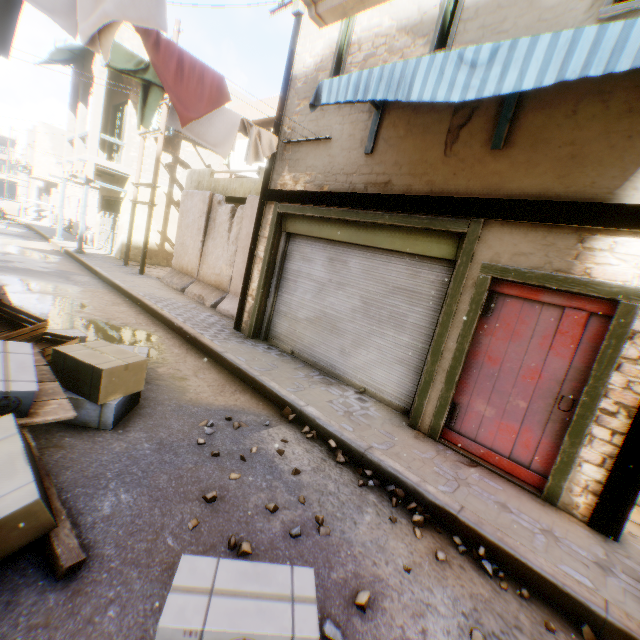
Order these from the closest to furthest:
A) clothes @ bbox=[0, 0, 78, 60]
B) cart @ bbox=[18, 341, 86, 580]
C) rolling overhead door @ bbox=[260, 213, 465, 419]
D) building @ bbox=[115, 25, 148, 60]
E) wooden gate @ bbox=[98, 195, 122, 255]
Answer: cart @ bbox=[18, 341, 86, 580]
clothes @ bbox=[0, 0, 78, 60]
rolling overhead door @ bbox=[260, 213, 465, 419]
building @ bbox=[115, 25, 148, 60]
wooden gate @ bbox=[98, 195, 122, 255]

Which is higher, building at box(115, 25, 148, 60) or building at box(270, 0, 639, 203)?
building at box(115, 25, 148, 60)

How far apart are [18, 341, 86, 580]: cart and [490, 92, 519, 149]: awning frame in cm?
466

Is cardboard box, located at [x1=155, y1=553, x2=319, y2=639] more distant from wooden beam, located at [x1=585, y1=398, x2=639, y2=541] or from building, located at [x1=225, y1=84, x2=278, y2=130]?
wooden beam, located at [x1=585, y1=398, x2=639, y2=541]

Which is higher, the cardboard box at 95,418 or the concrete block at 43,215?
the concrete block at 43,215

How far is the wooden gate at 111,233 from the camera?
15.80m

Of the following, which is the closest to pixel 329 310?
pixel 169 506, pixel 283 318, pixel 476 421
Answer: pixel 283 318

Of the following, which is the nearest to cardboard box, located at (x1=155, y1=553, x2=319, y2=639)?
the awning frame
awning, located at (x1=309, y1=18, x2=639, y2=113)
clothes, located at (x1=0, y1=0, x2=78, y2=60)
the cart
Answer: the cart
